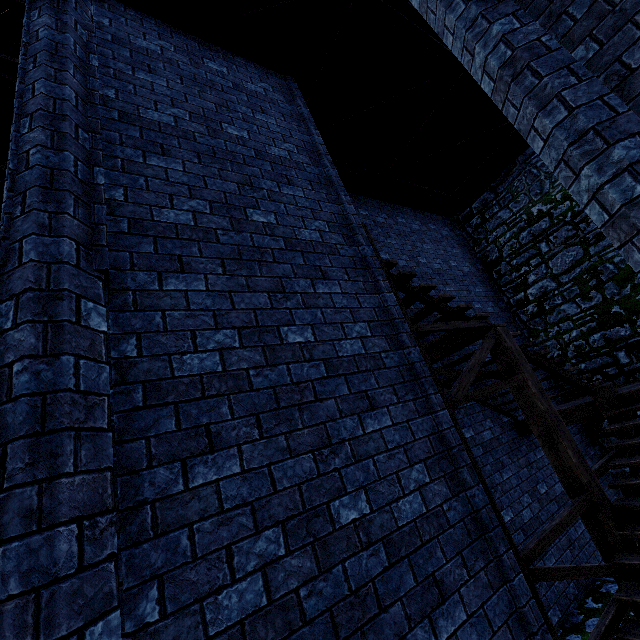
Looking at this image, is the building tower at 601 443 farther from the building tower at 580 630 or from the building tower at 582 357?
the building tower at 580 630

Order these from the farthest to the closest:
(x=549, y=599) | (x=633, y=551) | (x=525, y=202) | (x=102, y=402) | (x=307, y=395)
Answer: (x=525, y=202) → (x=549, y=599) → (x=633, y=551) → (x=307, y=395) → (x=102, y=402)

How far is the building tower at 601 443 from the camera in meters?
8.3 m

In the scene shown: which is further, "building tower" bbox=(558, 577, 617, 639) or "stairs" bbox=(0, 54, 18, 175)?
"building tower" bbox=(558, 577, 617, 639)

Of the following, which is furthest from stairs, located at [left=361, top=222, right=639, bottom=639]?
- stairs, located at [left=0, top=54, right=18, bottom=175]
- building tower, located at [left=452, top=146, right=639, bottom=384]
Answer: stairs, located at [left=0, top=54, right=18, bottom=175]

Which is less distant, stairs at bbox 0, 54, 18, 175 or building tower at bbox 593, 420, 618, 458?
stairs at bbox 0, 54, 18, 175

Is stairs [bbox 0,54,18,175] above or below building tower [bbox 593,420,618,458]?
above

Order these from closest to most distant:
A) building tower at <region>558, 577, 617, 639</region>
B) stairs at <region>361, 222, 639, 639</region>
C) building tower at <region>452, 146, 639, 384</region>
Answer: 1. stairs at <region>361, 222, 639, 639</region>
2. building tower at <region>558, 577, 617, 639</region>
3. building tower at <region>452, 146, 639, 384</region>
